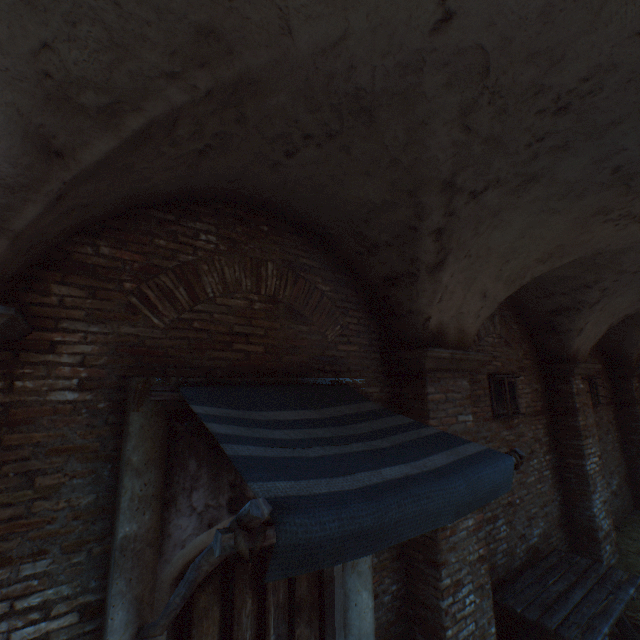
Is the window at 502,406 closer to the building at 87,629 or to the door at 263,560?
the door at 263,560

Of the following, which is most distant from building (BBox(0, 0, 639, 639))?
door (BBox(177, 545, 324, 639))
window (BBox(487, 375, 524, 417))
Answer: window (BBox(487, 375, 524, 417))

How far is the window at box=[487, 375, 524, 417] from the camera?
5.7 meters

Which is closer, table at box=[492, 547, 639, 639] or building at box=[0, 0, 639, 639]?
building at box=[0, 0, 639, 639]

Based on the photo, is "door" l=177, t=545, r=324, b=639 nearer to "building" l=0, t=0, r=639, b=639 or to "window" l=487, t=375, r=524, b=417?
"window" l=487, t=375, r=524, b=417

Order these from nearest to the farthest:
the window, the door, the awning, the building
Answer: the awning → the building → the door → the window

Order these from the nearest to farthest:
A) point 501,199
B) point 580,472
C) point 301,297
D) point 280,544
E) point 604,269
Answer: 1. point 280,544
2. point 501,199
3. point 301,297
4. point 604,269
5. point 580,472

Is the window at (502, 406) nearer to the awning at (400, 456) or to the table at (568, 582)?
the table at (568, 582)
